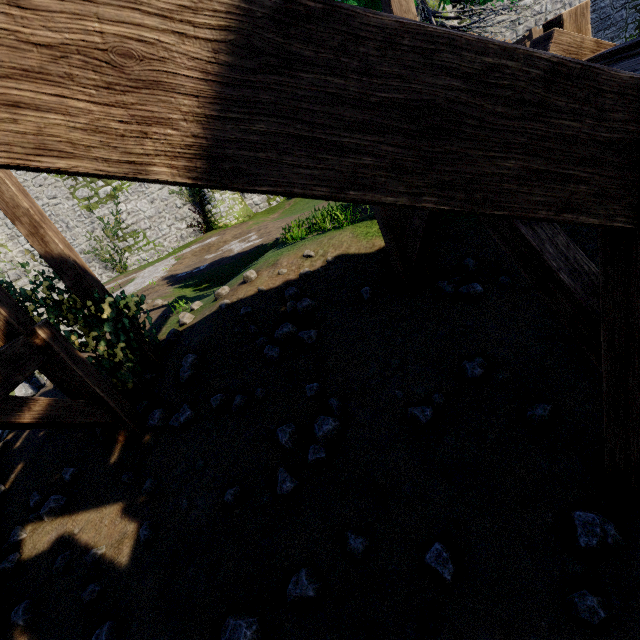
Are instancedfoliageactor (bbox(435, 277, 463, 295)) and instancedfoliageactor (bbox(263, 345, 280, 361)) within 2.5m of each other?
yes

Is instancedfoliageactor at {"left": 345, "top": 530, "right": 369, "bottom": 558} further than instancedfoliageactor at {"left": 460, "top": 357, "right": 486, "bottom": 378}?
No

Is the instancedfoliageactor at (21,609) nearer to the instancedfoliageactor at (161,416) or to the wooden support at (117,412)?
the wooden support at (117,412)

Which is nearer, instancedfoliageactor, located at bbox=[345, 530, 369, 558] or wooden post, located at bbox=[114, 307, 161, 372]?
instancedfoliageactor, located at bbox=[345, 530, 369, 558]

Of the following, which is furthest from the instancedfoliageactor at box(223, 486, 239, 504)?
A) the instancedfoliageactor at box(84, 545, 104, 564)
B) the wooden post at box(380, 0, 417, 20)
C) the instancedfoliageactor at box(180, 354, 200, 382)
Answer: the wooden post at box(380, 0, 417, 20)

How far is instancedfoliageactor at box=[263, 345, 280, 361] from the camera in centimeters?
480cm

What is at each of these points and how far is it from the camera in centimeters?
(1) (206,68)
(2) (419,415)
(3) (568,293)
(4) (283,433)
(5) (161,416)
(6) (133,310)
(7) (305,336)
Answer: (1) stairs, 87cm
(2) instancedfoliageactor, 332cm
(3) wooden support, 206cm
(4) instancedfoliageactor, 372cm
(5) instancedfoliageactor, 479cm
(6) ivy, 550cm
(7) instancedfoliageactor, 478cm

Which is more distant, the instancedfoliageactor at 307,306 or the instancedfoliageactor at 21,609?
the instancedfoliageactor at 307,306
